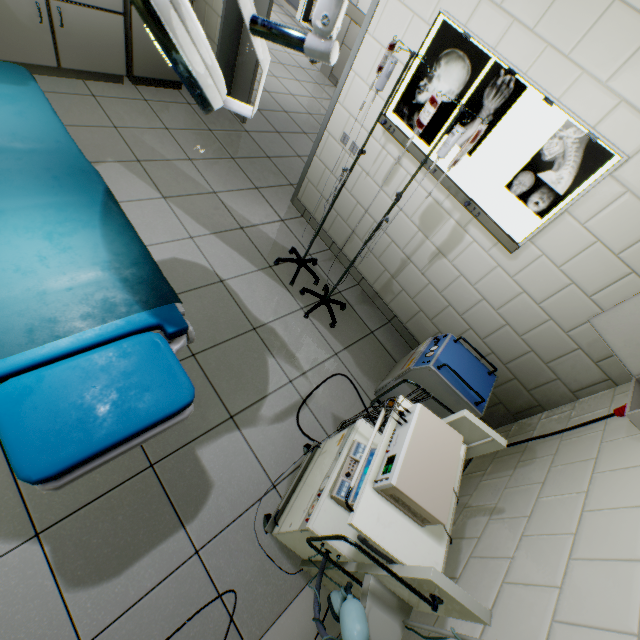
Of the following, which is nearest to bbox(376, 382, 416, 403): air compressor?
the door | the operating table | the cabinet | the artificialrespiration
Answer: the artificialrespiration

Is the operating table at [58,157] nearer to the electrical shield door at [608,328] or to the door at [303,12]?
the electrical shield door at [608,328]

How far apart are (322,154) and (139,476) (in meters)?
2.96

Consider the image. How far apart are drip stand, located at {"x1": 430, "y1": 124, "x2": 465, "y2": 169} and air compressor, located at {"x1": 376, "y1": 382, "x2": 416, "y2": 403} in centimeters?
68cm

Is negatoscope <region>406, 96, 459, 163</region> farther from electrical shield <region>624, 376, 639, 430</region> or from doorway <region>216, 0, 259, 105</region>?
electrical shield <region>624, 376, 639, 430</region>

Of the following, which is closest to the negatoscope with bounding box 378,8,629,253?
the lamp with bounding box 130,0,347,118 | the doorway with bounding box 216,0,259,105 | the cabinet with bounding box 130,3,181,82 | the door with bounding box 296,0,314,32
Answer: the doorway with bounding box 216,0,259,105

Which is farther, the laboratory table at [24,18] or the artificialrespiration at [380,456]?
the laboratory table at [24,18]

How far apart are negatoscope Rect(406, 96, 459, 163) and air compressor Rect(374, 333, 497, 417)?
0.67m
